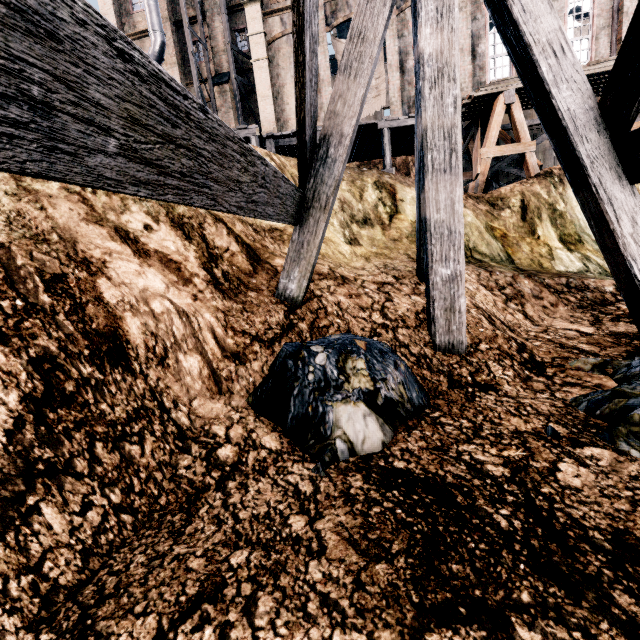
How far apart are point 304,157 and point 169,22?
34.3m

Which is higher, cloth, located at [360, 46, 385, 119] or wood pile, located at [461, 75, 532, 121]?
cloth, located at [360, 46, 385, 119]

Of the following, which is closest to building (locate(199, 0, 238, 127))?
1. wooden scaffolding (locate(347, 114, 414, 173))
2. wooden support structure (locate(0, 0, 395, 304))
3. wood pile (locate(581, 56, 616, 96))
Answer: wooden scaffolding (locate(347, 114, 414, 173))

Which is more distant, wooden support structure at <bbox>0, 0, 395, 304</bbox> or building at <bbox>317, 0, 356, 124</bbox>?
building at <bbox>317, 0, 356, 124</bbox>

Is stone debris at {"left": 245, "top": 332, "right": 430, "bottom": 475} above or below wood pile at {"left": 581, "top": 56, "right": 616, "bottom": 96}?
Result: below

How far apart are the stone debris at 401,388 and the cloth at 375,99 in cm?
2318

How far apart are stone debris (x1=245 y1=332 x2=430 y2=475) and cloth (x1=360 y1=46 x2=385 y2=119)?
23.2m

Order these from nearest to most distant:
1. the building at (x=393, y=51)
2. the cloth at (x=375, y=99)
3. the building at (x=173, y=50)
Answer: the building at (x=393, y=51) < the cloth at (x=375, y=99) < the building at (x=173, y=50)
